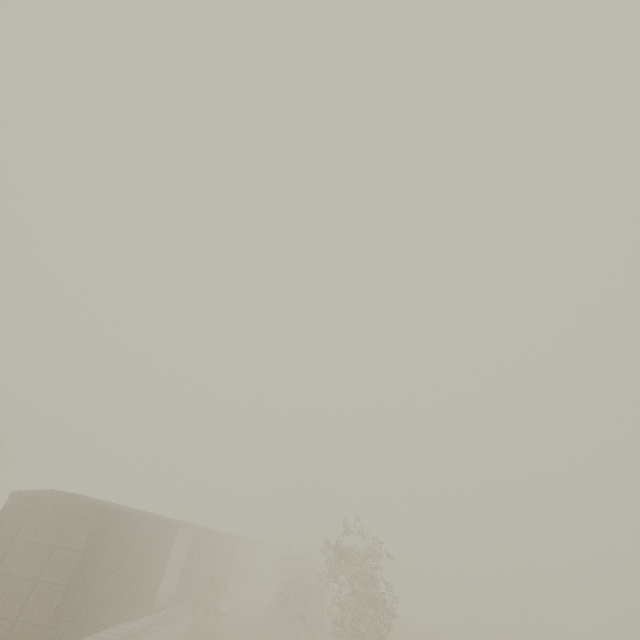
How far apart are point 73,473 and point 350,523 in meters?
60.1
